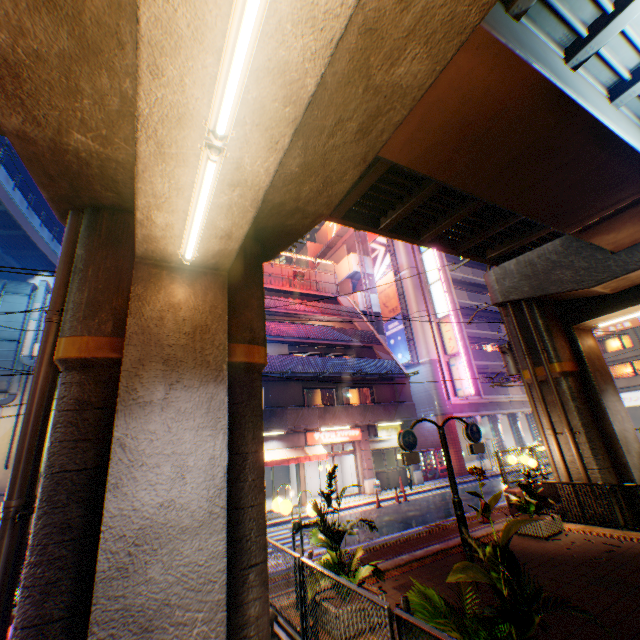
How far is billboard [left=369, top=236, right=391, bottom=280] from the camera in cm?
3174

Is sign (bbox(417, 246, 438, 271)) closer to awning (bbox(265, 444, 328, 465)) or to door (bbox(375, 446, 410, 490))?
door (bbox(375, 446, 410, 490))

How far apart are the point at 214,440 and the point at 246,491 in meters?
1.1

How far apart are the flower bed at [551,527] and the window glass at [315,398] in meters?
13.1

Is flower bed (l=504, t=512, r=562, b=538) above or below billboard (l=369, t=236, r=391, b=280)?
below

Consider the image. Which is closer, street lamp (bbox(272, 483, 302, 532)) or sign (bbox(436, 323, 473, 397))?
street lamp (bbox(272, 483, 302, 532))

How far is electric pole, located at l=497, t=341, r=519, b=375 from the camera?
16.5 meters

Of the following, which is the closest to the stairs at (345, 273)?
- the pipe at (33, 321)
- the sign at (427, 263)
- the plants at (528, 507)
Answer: the sign at (427, 263)
